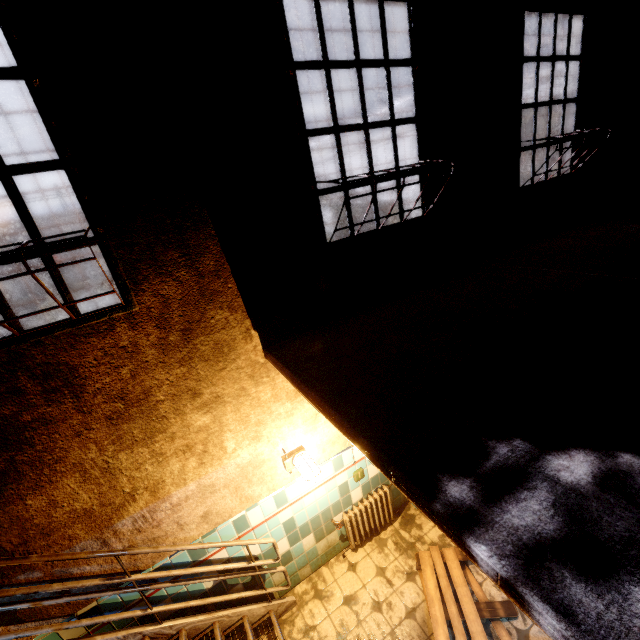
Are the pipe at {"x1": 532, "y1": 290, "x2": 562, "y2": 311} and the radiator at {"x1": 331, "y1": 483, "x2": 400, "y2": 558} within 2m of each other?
no

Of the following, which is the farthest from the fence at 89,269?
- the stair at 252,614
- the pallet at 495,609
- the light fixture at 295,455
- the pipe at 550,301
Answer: the pipe at 550,301

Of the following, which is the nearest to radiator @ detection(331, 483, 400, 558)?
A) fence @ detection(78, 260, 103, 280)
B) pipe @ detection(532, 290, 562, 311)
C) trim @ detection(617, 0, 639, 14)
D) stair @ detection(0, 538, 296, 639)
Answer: trim @ detection(617, 0, 639, 14)

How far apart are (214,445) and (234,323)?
1.17m

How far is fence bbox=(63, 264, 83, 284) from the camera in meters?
36.0 m

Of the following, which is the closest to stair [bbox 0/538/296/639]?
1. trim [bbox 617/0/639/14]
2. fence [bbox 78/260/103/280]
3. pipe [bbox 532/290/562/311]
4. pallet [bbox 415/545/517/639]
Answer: trim [bbox 617/0/639/14]

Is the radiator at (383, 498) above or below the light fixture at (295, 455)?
below

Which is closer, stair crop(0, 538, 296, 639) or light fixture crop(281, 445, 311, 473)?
stair crop(0, 538, 296, 639)
